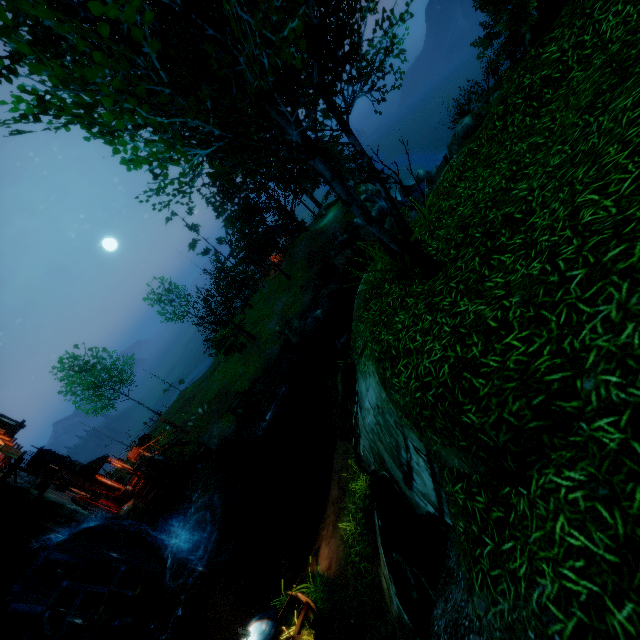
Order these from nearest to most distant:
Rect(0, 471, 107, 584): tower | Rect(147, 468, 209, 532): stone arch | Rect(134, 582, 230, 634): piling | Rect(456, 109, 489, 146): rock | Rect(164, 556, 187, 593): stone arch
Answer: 1. Rect(134, 582, 230, 634): piling
2. Rect(0, 471, 107, 584): tower
3. Rect(164, 556, 187, 593): stone arch
4. Rect(147, 468, 209, 532): stone arch
5. Rect(456, 109, 489, 146): rock

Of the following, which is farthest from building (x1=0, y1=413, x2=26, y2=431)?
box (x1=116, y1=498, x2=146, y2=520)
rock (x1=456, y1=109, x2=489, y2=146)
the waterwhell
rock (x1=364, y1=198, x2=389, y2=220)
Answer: rock (x1=364, y1=198, x2=389, y2=220)

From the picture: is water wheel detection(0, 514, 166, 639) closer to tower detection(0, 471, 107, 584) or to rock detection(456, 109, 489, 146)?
tower detection(0, 471, 107, 584)

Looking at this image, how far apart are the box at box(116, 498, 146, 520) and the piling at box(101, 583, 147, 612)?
4.1m

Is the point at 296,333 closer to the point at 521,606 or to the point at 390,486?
the point at 390,486

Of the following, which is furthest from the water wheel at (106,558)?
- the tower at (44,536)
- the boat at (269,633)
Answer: the boat at (269,633)

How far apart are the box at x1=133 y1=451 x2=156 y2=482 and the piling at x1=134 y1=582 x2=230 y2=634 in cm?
693

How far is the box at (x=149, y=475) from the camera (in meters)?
21.02
